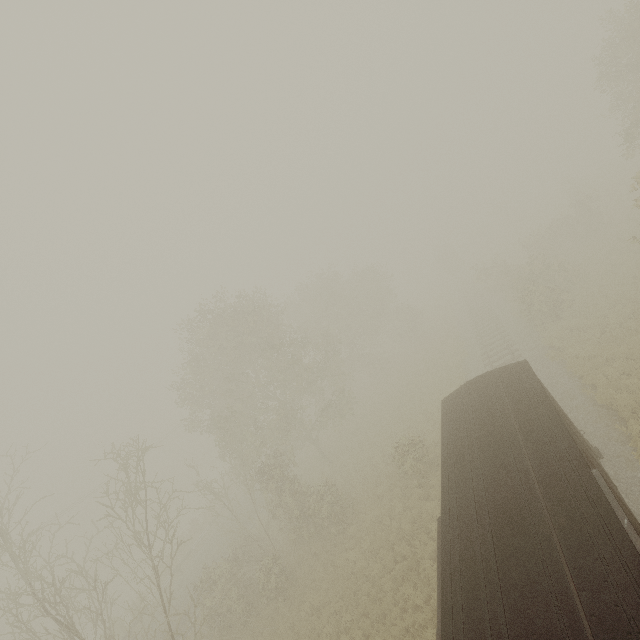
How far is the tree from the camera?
17.7 meters

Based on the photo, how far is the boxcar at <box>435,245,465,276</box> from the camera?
54.28m

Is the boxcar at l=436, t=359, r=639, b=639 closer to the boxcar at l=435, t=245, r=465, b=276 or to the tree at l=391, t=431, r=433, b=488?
the tree at l=391, t=431, r=433, b=488

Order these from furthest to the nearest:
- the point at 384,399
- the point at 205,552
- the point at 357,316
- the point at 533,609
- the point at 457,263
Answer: the point at 457,263 < the point at 357,316 < the point at 384,399 < the point at 205,552 < the point at 533,609

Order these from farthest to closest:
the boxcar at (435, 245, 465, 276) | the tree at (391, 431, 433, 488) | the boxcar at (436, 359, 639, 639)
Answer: the boxcar at (435, 245, 465, 276)
the tree at (391, 431, 433, 488)
the boxcar at (436, 359, 639, 639)

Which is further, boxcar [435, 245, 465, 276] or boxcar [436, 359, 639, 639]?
boxcar [435, 245, 465, 276]

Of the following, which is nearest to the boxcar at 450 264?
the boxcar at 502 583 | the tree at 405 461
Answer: the tree at 405 461

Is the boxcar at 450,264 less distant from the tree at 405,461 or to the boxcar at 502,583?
the tree at 405,461
